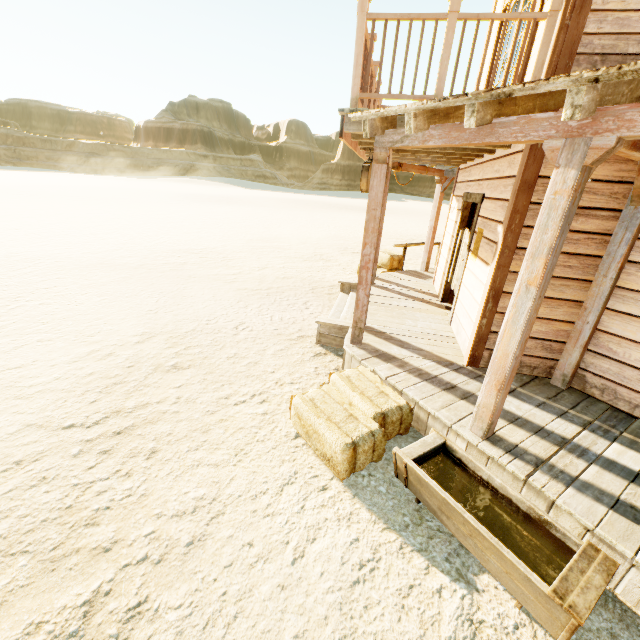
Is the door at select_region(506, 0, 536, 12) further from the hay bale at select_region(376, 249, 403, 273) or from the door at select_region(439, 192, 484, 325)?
the hay bale at select_region(376, 249, 403, 273)

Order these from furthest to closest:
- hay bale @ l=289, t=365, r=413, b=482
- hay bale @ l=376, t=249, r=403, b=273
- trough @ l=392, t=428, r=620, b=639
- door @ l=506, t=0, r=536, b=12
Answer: hay bale @ l=376, t=249, r=403, b=273 → door @ l=506, t=0, r=536, b=12 → hay bale @ l=289, t=365, r=413, b=482 → trough @ l=392, t=428, r=620, b=639

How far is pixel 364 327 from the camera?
5.4m

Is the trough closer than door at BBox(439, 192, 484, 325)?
Yes

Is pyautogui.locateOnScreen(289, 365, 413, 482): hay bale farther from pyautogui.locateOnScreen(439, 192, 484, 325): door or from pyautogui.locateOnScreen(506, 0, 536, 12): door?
pyautogui.locateOnScreen(506, 0, 536, 12): door

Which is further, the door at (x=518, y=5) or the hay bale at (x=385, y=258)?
the hay bale at (x=385, y=258)

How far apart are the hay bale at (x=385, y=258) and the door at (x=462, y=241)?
2.5m

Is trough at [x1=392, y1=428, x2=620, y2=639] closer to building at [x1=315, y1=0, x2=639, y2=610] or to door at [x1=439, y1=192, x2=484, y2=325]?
building at [x1=315, y1=0, x2=639, y2=610]
